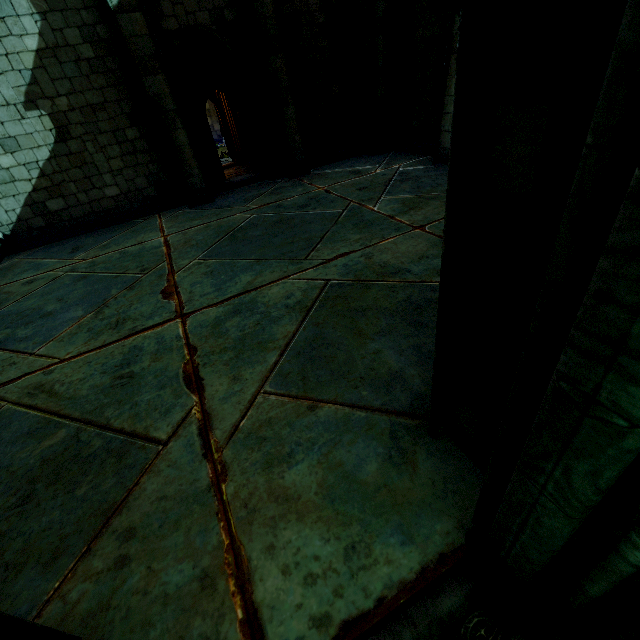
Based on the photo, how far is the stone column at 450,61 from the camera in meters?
7.3

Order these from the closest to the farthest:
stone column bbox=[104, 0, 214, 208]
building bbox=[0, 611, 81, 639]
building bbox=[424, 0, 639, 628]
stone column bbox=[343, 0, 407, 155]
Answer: building bbox=[424, 0, 639, 628] < building bbox=[0, 611, 81, 639] < stone column bbox=[104, 0, 214, 208] < stone column bbox=[343, 0, 407, 155]

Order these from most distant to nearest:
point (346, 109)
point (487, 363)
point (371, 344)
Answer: point (346, 109), point (371, 344), point (487, 363)

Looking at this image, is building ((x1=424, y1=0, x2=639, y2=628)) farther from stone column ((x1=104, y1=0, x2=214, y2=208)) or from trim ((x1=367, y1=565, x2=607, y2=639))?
stone column ((x1=104, y1=0, x2=214, y2=208))

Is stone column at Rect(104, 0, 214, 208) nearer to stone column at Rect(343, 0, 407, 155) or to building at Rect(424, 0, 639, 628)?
stone column at Rect(343, 0, 407, 155)

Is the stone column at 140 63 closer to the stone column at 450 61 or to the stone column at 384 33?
the stone column at 384 33

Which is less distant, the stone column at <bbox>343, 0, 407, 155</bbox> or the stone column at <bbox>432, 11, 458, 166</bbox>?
the stone column at <bbox>432, 11, 458, 166</bbox>

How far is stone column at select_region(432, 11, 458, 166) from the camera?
7.31m
